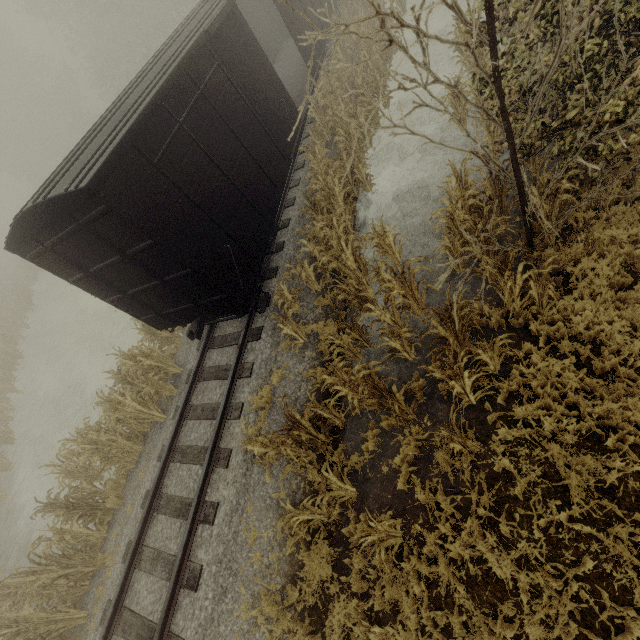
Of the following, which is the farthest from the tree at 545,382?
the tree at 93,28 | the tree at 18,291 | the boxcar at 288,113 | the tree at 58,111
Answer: the tree at 93,28

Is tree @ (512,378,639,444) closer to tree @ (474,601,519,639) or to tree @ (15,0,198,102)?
tree @ (474,601,519,639)

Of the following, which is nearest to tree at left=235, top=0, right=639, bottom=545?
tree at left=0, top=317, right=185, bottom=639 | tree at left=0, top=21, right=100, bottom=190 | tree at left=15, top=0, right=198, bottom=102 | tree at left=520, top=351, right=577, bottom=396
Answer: tree at left=520, top=351, right=577, bottom=396

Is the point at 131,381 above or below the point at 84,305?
above

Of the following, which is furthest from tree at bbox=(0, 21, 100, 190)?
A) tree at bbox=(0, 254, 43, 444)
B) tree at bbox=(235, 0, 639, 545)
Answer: tree at bbox=(235, 0, 639, 545)

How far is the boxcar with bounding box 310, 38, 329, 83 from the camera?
12.5 meters

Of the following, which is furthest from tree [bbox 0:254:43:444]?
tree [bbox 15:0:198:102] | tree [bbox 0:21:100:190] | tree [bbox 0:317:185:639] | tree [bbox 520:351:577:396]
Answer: tree [bbox 15:0:198:102]

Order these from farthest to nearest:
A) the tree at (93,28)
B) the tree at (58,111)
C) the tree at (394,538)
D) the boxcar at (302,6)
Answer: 1. the tree at (58,111)
2. the tree at (93,28)
3. the boxcar at (302,6)
4. the tree at (394,538)
